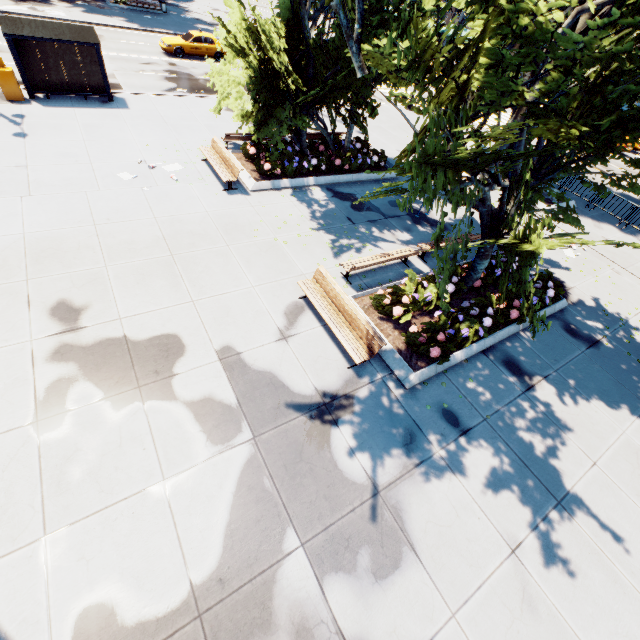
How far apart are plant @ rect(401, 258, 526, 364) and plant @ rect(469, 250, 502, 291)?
2.65m

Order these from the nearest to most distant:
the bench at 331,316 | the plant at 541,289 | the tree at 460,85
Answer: the tree at 460,85 < the bench at 331,316 < the plant at 541,289

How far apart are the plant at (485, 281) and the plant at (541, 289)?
0.8 meters

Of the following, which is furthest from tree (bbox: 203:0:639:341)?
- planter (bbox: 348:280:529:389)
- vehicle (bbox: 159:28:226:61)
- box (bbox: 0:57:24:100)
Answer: vehicle (bbox: 159:28:226:61)

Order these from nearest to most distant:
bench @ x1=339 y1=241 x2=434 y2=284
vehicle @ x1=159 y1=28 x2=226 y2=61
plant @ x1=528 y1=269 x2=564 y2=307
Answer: bench @ x1=339 y1=241 x2=434 y2=284 < plant @ x1=528 y1=269 x2=564 y2=307 < vehicle @ x1=159 y1=28 x2=226 y2=61

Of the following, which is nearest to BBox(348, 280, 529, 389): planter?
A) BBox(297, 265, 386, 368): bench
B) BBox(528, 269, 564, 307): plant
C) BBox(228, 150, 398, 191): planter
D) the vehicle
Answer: BBox(528, 269, 564, 307): plant

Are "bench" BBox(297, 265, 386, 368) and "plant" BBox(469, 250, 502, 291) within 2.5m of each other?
no

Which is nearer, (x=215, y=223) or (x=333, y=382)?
(x=333, y=382)
